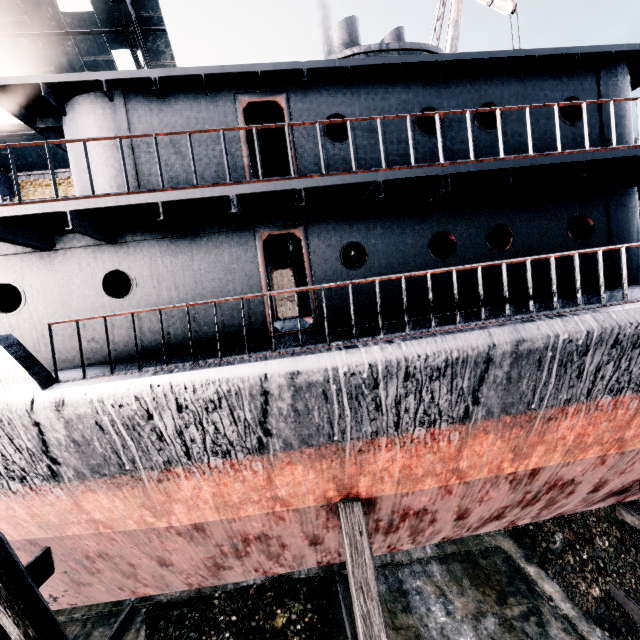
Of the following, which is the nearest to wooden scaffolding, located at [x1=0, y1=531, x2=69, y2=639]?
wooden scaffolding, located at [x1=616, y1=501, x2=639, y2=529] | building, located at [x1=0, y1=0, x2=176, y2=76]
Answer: building, located at [x1=0, y1=0, x2=176, y2=76]

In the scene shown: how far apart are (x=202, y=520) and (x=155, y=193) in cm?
654

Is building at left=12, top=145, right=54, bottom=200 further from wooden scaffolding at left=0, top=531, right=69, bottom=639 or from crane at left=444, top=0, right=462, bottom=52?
crane at left=444, top=0, right=462, bottom=52

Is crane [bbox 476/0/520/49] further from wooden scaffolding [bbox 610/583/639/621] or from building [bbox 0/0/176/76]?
building [bbox 0/0/176/76]

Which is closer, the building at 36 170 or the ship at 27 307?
the ship at 27 307

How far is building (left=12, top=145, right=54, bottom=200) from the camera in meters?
21.6 m

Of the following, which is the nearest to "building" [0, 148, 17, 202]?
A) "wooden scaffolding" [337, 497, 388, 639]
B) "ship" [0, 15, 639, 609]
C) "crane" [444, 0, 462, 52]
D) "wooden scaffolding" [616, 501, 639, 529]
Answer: "ship" [0, 15, 639, 609]

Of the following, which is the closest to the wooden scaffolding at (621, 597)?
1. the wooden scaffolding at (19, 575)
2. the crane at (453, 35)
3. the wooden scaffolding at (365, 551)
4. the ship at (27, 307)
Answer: the ship at (27, 307)
